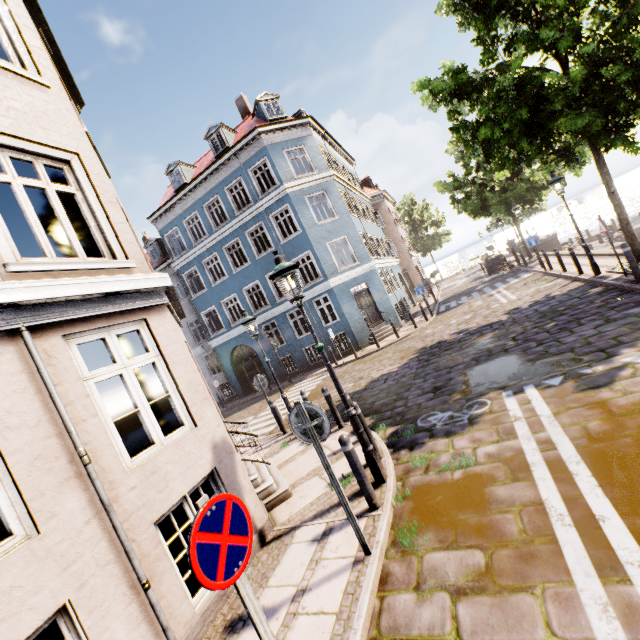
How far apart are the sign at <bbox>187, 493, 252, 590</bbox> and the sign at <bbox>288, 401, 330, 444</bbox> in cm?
140

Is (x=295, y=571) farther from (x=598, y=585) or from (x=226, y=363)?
(x=226, y=363)

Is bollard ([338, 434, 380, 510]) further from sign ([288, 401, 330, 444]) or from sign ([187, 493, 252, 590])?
sign ([187, 493, 252, 590])

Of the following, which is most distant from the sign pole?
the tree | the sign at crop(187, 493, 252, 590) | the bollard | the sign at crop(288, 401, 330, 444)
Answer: the tree

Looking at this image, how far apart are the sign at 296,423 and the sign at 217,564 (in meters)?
1.40

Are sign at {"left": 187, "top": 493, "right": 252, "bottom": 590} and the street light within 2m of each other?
no

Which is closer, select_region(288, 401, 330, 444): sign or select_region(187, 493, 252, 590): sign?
select_region(187, 493, 252, 590): sign

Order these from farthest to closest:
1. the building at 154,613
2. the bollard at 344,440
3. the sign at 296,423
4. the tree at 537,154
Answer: the tree at 537,154, the bollard at 344,440, the sign at 296,423, the building at 154,613
